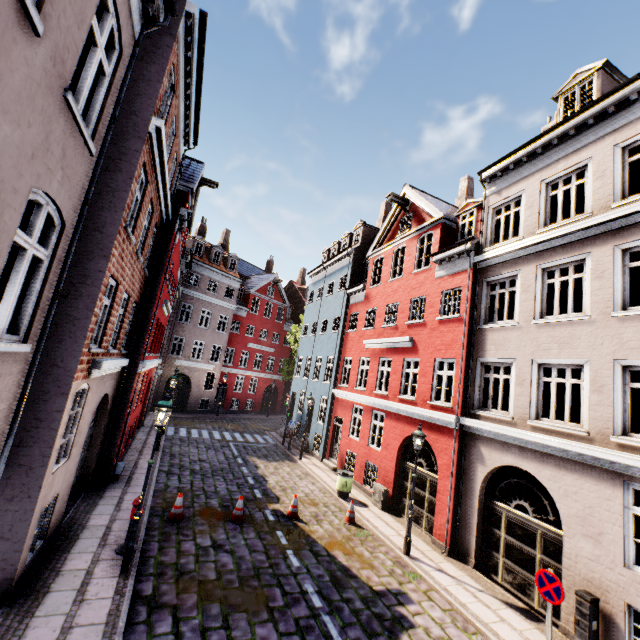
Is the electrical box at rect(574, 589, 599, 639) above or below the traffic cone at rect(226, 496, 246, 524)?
above

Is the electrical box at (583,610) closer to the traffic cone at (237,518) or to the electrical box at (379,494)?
the electrical box at (379,494)

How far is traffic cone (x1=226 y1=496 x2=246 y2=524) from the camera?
10.48m

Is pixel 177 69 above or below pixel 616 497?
above

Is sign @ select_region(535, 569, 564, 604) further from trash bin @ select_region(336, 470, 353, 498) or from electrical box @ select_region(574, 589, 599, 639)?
trash bin @ select_region(336, 470, 353, 498)

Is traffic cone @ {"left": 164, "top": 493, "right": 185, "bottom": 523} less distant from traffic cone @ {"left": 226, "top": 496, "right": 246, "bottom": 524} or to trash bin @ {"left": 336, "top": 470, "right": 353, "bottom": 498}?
traffic cone @ {"left": 226, "top": 496, "right": 246, "bottom": 524}

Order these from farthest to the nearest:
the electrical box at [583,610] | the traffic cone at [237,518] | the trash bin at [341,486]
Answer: the trash bin at [341,486] < the traffic cone at [237,518] < the electrical box at [583,610]

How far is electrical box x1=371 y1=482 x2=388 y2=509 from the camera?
13.48m
